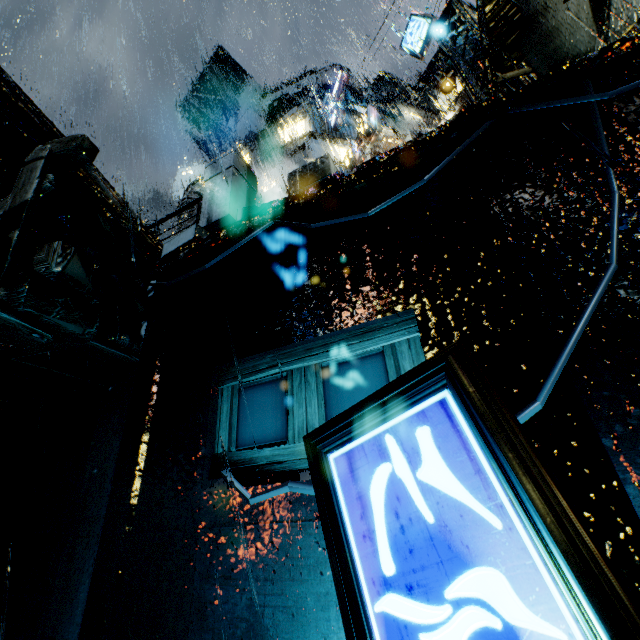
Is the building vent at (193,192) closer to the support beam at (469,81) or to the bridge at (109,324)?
the bridge at (109,324)

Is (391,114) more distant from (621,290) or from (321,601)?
(321,601)

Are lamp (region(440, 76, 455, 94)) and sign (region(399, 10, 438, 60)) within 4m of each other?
yes

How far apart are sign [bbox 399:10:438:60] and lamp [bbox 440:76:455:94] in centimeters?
237cm

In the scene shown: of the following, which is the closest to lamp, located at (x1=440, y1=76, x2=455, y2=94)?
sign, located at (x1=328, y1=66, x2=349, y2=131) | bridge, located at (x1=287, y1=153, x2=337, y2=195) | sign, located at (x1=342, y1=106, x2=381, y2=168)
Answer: sign, located at (x1=342, y1=106, x2=381, y2=168)

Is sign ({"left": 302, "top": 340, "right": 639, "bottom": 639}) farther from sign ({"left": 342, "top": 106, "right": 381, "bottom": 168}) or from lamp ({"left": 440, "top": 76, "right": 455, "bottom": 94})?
sign ({"left": 342, "top": 106, "right": 381, "bottom": 168})

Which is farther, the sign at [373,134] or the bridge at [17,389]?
the sign at [373,134]

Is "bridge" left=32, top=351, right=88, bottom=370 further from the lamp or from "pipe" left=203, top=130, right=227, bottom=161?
"pipe" left=203, top=130, right=227, bottom=161
